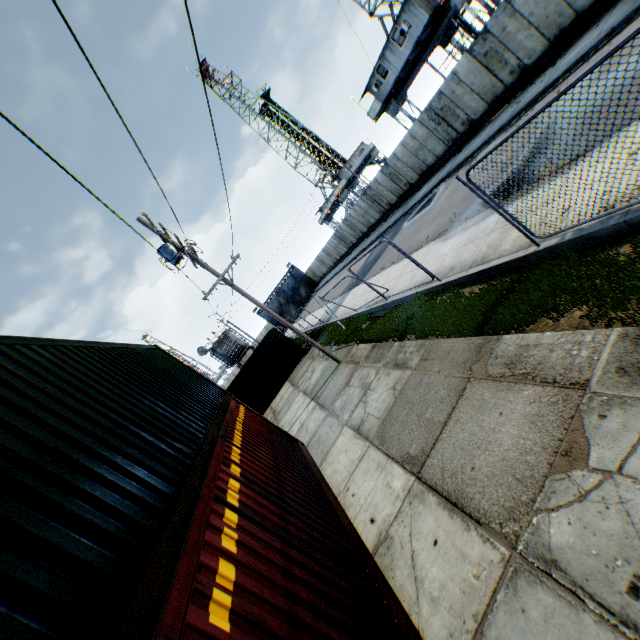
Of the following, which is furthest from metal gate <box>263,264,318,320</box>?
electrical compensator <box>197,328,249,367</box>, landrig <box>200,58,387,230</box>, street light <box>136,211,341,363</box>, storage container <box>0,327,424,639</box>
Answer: storage container <box>0,327,424,639</box>

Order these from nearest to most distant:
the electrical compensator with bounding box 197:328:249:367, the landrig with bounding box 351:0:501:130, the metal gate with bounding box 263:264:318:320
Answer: the landrig with bounding box 351:0:501:130, the electrical compensator with bounding box 197:328:249:367, the metal gate with bounding box 263:264:318:320

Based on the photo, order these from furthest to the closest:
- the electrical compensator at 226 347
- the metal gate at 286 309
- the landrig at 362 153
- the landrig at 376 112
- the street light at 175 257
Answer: the metal gate at 286 309 → the landrig at 362 153 → the electrical compensator at 226 347 → the landrig at 376 112 → the street light at 175 257

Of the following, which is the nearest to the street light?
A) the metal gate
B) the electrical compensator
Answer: the electrical compensator

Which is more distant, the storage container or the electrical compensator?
the electrical compensator

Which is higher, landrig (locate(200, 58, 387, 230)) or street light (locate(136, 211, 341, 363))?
street light (locate(136, 211, 341, 363))

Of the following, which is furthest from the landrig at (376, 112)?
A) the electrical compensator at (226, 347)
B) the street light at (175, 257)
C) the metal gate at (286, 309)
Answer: the metal gate at (286, 309)

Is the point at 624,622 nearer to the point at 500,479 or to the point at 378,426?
the point at 500,479
